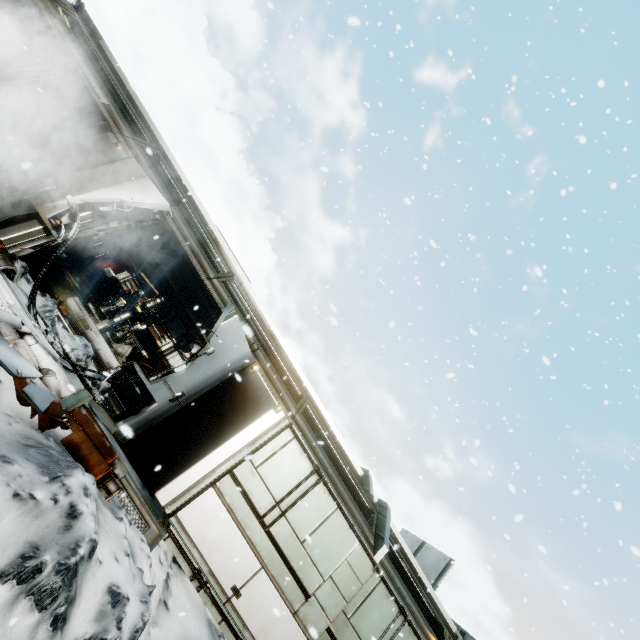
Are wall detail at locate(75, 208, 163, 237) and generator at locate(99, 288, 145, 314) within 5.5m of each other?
no

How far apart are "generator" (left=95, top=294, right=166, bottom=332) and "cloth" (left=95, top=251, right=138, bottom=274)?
3.4 meters

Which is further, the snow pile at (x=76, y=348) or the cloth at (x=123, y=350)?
the cloth at (x=123, y=350)

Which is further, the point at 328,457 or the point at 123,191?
the point at 328,457

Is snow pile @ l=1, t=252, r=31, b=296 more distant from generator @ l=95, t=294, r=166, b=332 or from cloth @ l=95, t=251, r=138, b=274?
cloth @ l=95, t=251, r=138, b=274

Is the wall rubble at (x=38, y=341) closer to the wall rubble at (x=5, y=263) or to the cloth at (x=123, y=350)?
the wall rubble at (x=5, y=263)
